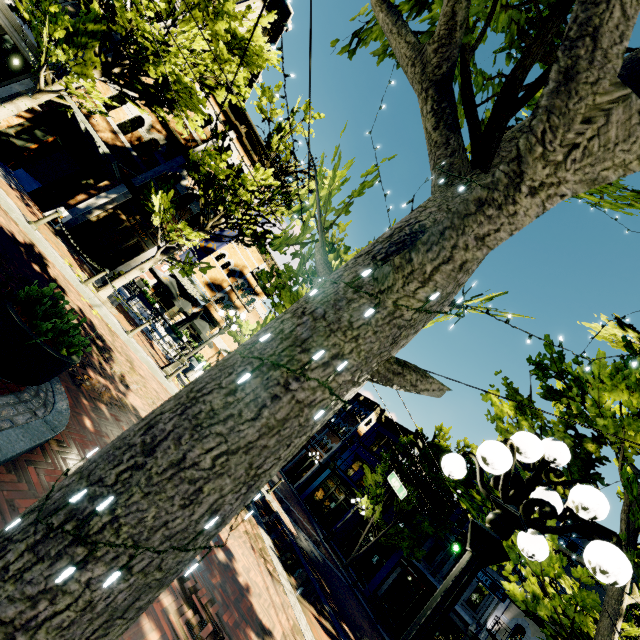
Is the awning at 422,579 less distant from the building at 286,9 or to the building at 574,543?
the building at 574,543

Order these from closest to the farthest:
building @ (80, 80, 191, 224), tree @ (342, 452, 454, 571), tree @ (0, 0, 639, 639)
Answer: tree @ (0, 0, 639, 639), building @ (80, 80, 191, 224), tree @ (342, 452, 454, 571)

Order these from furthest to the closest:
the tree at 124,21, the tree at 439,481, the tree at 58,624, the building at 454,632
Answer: the building at 454,632, the tree at 124,21, the tree at 439,481, the tree at 58,624

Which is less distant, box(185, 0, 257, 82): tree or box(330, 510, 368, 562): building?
box(185, 0, 257, 82): tree

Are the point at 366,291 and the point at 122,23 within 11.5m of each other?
no

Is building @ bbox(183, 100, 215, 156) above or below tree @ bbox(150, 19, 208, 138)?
above

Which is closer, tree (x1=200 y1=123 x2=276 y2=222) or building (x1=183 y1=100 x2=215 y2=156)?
tree (x1=200 y1=123 x2=276 y2=222)

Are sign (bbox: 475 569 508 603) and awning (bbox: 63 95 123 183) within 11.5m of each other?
no
